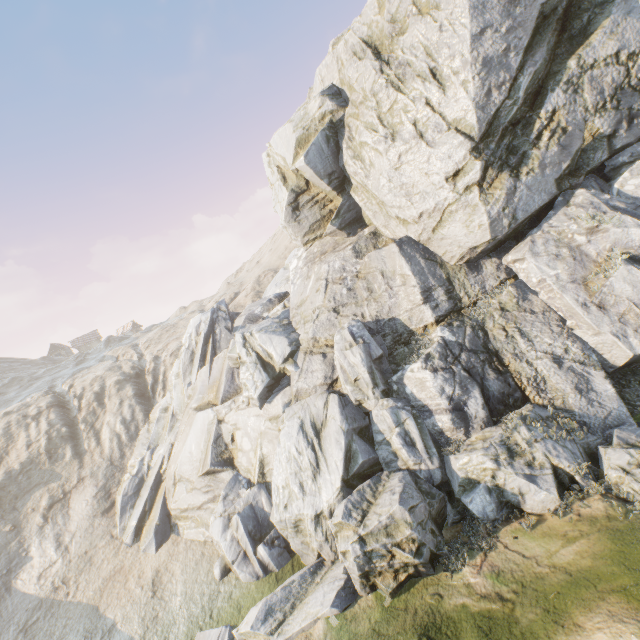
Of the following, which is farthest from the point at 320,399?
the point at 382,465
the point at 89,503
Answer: the point at 89,503
